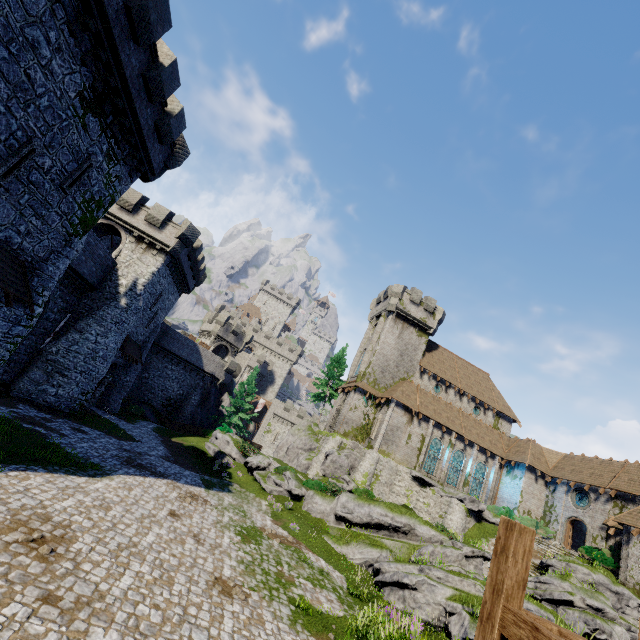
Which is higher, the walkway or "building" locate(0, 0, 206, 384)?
"building" locate(0, 0, 206, 384)

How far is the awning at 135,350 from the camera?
26.6 meters

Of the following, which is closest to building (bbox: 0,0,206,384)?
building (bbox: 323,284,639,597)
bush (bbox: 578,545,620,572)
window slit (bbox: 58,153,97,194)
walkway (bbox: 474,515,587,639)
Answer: window slit (bbox: 58,153,97,194)

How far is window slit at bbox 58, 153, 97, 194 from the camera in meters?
13.4 m

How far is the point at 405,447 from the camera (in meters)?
33.47

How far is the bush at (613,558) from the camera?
23.8m

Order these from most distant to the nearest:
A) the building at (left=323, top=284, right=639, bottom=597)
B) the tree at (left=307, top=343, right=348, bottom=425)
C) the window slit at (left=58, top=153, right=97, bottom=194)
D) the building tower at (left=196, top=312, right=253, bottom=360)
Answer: the building tower at (left=196, top=312, right=253, bottom=360) < the tree at (left=307, top=343, right=348, bottom=425) < the building at (left=323, top=284, right=639, bottom=597) < the window slit at (left=58, top=153, right=97, bottom=194)

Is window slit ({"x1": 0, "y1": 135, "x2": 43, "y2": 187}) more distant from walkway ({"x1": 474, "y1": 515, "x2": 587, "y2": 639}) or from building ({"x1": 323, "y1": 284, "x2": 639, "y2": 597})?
building ({"x1": 323, "y1": 284, "x2": 639, "y2": 597})
